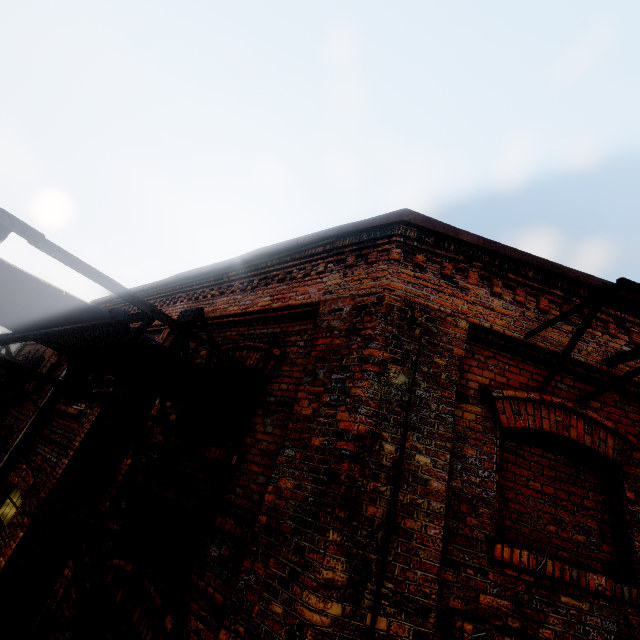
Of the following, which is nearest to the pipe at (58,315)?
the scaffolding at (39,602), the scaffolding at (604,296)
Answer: the scaffolding at (39,602)

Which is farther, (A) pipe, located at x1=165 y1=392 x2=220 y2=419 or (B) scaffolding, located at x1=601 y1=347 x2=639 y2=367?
(A) pipe, located at x1=165 y1=392 x2=220 y2=419

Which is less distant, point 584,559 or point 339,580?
point 339,580

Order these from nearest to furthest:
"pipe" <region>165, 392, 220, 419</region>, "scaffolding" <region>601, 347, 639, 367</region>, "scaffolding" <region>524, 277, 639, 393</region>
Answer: "scaffolding" <region>524, 277, 639, 393</region>, "scaffolding" <region>601, 347, 639, 367</region>, "pipe" <region>165, 392, 220, 419</region>

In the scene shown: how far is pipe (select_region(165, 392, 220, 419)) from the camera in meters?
3.7 m

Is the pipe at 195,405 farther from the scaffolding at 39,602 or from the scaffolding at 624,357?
the scaffolding at 624,357

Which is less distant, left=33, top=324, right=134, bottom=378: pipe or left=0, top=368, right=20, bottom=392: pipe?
left=33, top=324, right=134, bottom=378: pipe
